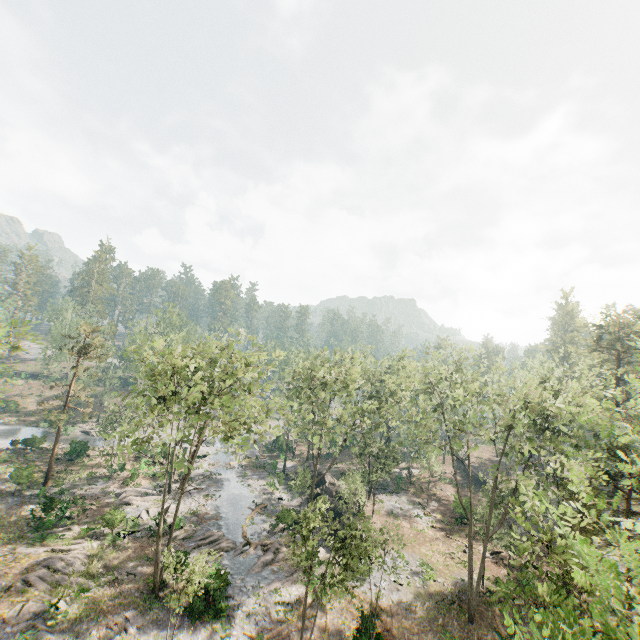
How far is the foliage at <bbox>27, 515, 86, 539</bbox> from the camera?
27.6m

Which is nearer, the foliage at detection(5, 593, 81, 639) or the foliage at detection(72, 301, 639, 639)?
the foliage at detection(72, 301, 639, 639)

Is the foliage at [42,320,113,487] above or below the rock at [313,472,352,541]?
above

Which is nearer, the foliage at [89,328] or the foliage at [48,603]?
the foliage at [48,603]

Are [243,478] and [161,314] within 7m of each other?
no

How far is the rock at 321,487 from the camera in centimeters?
3250cm
